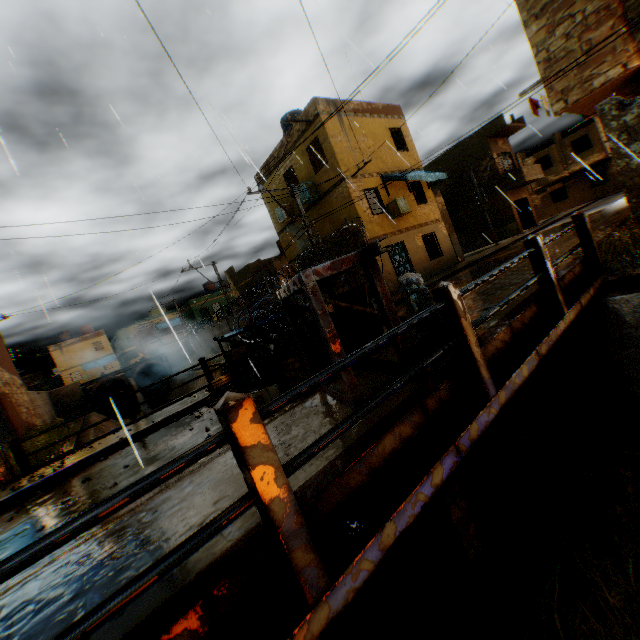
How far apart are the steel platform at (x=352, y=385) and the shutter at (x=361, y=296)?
0.5m

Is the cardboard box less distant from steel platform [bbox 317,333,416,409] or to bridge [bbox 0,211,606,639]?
steel platform [bbox 317,333,416,409]

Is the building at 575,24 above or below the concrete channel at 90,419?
above

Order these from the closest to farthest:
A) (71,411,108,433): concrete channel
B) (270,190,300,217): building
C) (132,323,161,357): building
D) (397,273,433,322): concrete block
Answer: (397,273,433,322): concrete block, (270,190,300,217): building, (71,411,108,433): concrete channel, (132,323,161,357): building

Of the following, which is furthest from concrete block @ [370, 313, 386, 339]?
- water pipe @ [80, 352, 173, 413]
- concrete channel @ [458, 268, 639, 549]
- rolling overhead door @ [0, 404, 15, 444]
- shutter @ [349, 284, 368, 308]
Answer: water pipe @ [80, 352, 173, 413]

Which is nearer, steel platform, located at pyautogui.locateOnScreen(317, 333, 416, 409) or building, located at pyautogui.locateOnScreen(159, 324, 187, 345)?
steel platform, located at pyautogui.locateOnScreen(317, 333, 416, 409)

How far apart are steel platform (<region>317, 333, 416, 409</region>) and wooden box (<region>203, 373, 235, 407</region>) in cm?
348

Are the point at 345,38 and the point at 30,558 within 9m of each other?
yes
